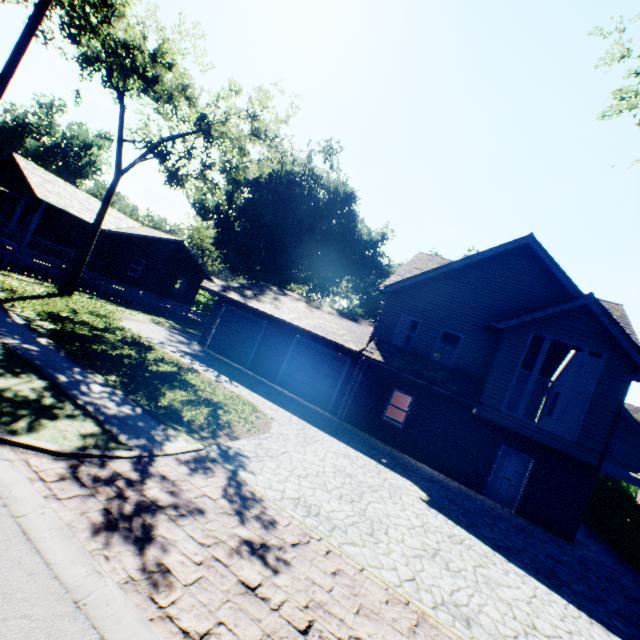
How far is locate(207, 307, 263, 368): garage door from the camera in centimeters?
1881cm

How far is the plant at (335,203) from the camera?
40.97m

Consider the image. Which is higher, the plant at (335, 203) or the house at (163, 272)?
the plant at (335, 203)

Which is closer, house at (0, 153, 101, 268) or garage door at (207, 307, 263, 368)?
garage door at (207, 307, 263, 368)

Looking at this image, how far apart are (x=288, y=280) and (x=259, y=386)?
34.81m

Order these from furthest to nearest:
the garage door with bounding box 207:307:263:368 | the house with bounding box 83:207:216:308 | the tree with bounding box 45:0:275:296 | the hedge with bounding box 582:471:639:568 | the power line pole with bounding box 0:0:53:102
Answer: the house with bounding box 83:207:216:308, the garage door with bounding box 207:307:263:368, the tree with bounding box 45:0:275:296, the hedge with bounding box 582:471:639:568, the power line pole with bounding box 0:0:53:102

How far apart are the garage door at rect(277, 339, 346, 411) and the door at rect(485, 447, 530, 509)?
7.5 meters

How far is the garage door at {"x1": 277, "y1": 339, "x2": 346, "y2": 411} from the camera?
16.58m
